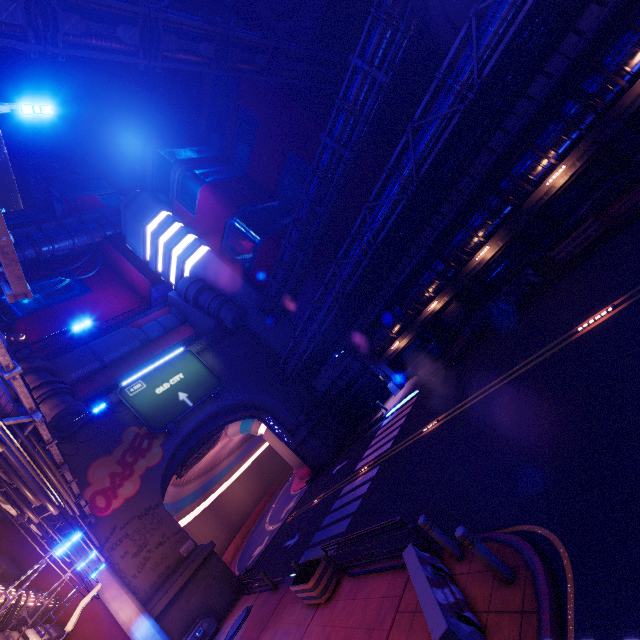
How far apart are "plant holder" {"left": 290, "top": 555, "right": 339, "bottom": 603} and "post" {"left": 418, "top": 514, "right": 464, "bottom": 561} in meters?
5.8 m

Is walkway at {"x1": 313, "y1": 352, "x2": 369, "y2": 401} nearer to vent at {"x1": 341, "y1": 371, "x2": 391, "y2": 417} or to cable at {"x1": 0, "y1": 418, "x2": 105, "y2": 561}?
vent at {"x1": 341, "y1": 371, "x2": 391, "y2": 417}

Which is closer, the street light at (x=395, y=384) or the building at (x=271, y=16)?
the street light at (x=395, y=384)

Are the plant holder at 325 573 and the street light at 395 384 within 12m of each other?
no

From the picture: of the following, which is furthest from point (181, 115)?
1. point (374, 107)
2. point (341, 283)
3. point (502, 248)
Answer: point (502, 248)

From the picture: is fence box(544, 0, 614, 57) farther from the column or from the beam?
the beam

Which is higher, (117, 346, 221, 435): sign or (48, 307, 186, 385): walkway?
(48, 307, 186, 385): walkway

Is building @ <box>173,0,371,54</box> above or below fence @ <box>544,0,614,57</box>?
above
